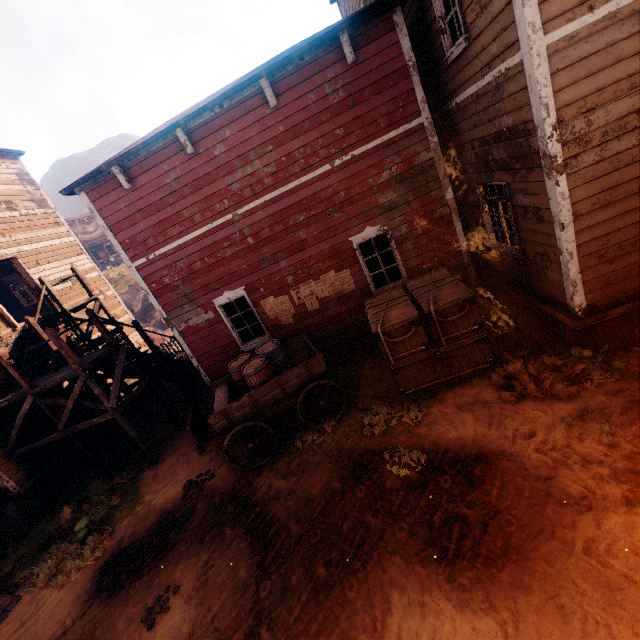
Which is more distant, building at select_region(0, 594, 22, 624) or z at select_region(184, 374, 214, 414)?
z at select_region(184, 374, 214, 414)

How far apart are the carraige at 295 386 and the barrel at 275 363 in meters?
0.0

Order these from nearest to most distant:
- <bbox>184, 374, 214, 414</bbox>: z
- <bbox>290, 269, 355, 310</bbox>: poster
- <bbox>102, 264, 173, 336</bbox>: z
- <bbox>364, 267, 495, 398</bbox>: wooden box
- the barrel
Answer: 1. <bbox>364, 267, 495, 398</bbox>: wooden box
2. the barrel
3. <bbox>290, 269, 355, 310</bbox>: poster
4. <bbox>184, 374, 214, 414</bbox>: z
5. <bbox>102, 264, 173, 336</bbox>: z

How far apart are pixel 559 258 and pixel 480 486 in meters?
3.8

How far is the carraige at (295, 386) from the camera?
6.8m

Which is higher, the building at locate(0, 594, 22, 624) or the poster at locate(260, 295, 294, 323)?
the poster at locate(260, 295, 294, 323)

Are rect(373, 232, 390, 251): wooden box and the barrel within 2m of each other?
no

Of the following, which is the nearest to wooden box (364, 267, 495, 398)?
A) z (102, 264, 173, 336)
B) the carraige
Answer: z (102, 264, 173, 336)
